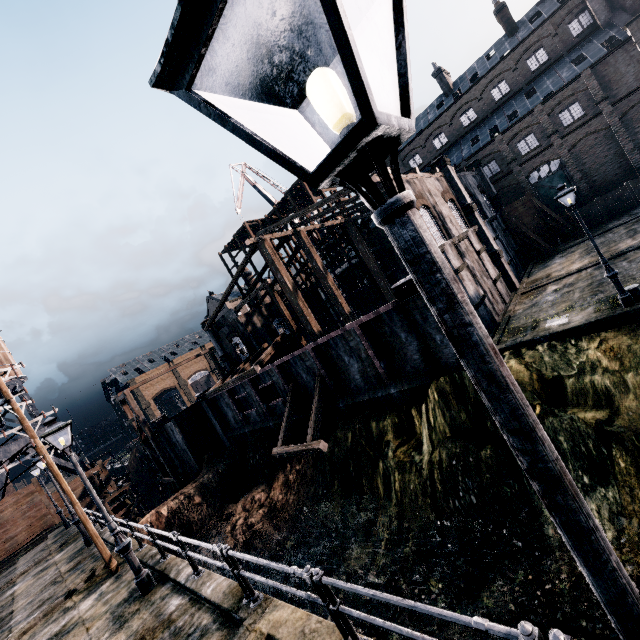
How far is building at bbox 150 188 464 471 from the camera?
17.5 meters

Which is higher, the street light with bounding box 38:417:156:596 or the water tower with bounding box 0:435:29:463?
the water tower with bounding box 0:435:29:463

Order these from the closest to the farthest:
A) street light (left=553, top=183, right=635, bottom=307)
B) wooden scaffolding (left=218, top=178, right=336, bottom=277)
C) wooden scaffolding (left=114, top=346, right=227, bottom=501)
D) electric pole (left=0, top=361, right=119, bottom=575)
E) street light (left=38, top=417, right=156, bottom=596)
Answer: street light (left=38, top=417, right=156, bottom=596), electric pole (left=0, top=361, right=119, bottom=575), street light (left=553, top=183, right=635, bottom=307), wooden scaffolding (left=114, top=346, right=227, bottom=501), wooden scaffolding (left=218, top=178, right=336, bottom=277)

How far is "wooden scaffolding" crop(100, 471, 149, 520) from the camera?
31.1m

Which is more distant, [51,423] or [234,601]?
[51,423]

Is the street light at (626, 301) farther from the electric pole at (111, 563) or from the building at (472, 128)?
the electric pole at (111, 563)

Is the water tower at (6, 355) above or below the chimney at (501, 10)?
below

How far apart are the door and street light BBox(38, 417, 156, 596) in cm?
4907
